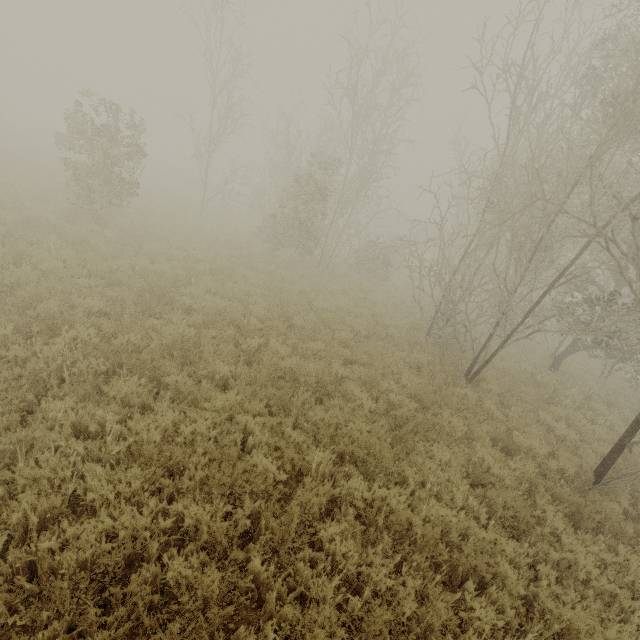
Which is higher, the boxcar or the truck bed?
the boxcar

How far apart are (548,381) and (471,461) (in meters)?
7.33

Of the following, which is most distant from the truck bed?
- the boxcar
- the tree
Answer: the boxcar

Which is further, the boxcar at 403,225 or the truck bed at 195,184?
the boxcar at 403,225

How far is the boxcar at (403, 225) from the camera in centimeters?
4794cm

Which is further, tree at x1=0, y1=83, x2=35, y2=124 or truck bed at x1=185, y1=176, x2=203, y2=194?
tree at x1=0, y1=83, x2=35, y2=124

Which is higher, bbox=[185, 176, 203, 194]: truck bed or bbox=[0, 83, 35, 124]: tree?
bbox=[0, 83, 35, 124]: tree

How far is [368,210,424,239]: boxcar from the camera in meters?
47.9 m
